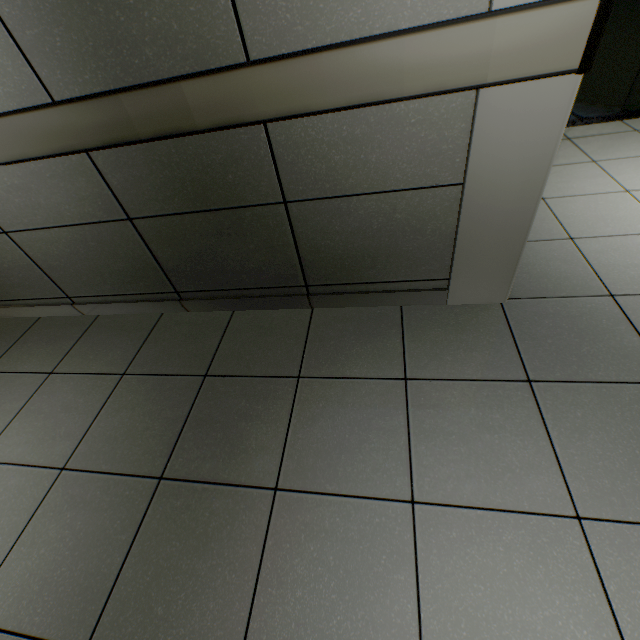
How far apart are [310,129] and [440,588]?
1.58m
